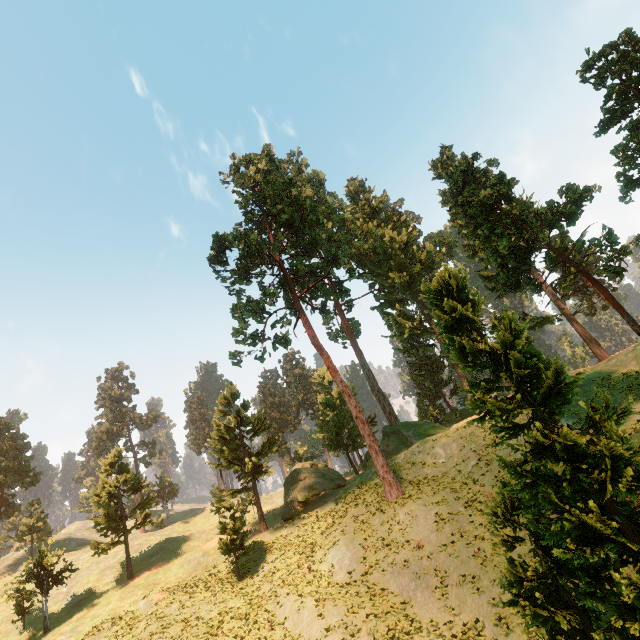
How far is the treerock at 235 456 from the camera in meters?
28.3 m

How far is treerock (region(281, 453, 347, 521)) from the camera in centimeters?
3456cm

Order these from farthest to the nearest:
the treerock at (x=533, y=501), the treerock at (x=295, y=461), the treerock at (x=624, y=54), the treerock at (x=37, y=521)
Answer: the treerock at (x=295, y=461) < the treerock at (x=37, y=521) < the treerock at (x=624, y=54) < the treerock at (x=533, y=501)

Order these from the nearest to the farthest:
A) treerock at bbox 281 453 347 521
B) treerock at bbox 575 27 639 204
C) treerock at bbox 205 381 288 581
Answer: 1. treerock at bbox 575 27 639 204
2. treerock at bbox 205 381 288 581
3. treerock at bbox 281 453 347 521

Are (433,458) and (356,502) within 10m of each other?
yes

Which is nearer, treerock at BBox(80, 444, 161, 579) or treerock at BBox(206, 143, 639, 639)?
treerock at BBox(206, 143, 639, 639)
